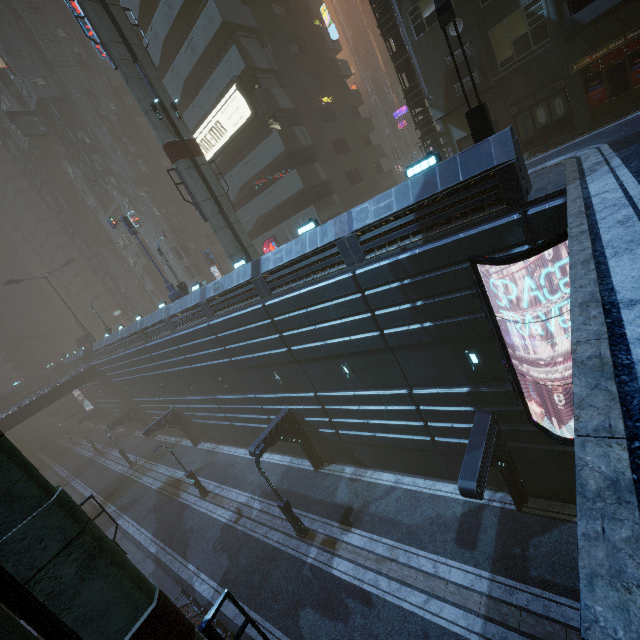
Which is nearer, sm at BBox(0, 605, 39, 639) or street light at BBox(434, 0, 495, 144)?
sm at BBox(0, 605, 39, 639)

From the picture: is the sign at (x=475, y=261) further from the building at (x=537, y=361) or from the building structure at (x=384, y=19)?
the building structure at (x=384, y=19)

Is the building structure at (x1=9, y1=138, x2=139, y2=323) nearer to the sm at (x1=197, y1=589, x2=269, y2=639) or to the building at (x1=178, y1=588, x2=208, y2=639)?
the building at (x1=178, y1=588, x2=208, y2=639)

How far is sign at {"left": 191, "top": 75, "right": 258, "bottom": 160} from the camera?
23.70m

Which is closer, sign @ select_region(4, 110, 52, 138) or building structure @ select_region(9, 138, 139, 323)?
sign @ select_region(4, 110, 52, 138)

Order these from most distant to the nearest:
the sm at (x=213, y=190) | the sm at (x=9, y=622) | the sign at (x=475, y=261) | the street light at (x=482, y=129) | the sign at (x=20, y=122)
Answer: the sign at (x=20, y=122), the sm at (x=213, y=190), the street light at (x=482, y=129), the sign at (x=475, y=261), the sm at (x=9, y=622)

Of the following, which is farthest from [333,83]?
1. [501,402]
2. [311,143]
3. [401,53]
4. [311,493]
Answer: [311,493]

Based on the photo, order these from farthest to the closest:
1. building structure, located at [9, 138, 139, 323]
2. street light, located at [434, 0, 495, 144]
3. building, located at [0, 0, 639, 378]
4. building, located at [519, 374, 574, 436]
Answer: building structure, located at [9, 138, 139, 323]
building, located at [0, 0, 639, 378]
building, located at [519, 374, 574, 436]
street light, located at [434, 0, 495, 144]
